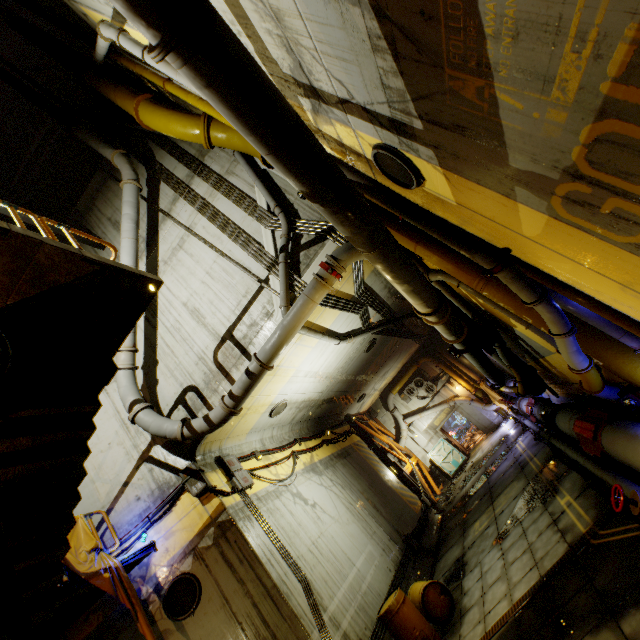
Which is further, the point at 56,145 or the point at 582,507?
the point at 56,145

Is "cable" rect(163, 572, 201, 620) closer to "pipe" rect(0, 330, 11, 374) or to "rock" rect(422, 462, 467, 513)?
"pipe" rect(0, 330, 11, 374)

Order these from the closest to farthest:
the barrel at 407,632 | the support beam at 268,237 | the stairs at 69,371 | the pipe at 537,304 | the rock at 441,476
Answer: the pipe at 537,304 → the stairs at 69,371 → the barrel at 407,632 → the support beam at 268,237 → the rock at 441,476

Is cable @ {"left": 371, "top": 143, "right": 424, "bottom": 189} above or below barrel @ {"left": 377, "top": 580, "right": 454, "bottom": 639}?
above

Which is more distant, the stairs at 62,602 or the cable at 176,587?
the cable at 176,587

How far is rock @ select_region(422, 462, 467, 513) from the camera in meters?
16.9 m

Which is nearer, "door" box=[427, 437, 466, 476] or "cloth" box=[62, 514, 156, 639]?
"cloth" box=[62, 514, 156, 639]

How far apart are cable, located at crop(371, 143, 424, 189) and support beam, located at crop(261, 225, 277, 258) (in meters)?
4.69
